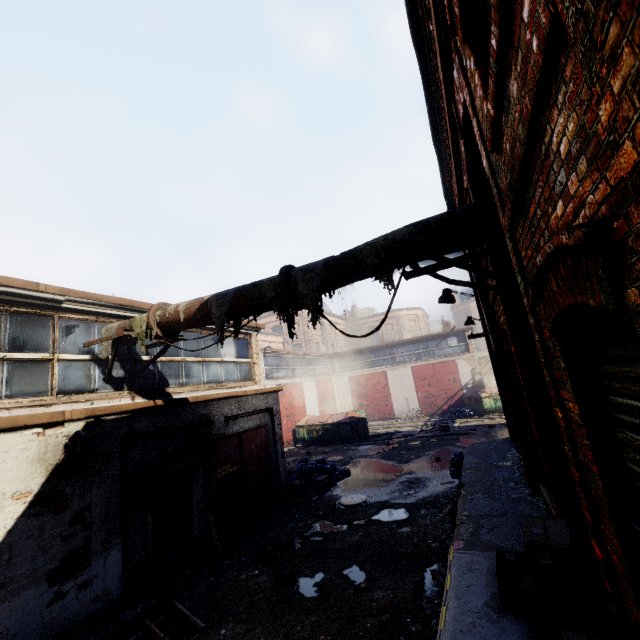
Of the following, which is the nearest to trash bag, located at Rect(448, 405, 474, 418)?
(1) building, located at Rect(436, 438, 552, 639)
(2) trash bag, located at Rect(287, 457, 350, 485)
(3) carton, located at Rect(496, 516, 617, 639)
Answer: (1) building, located at Rect(436, 438, 552, 639)

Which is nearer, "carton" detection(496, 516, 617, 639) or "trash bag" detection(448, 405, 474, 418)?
"carton" detection(496, 516, 617, 639)

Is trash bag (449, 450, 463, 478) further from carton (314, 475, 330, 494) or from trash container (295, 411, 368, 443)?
trash container (295, 411, 368, 443)

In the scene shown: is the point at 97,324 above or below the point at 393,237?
above

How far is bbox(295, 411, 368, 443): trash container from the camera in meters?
20.1

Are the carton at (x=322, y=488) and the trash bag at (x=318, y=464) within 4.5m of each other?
yes

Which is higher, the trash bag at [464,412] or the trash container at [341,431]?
the trash container at [341,431]

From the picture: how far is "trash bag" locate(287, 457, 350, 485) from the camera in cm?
1236
